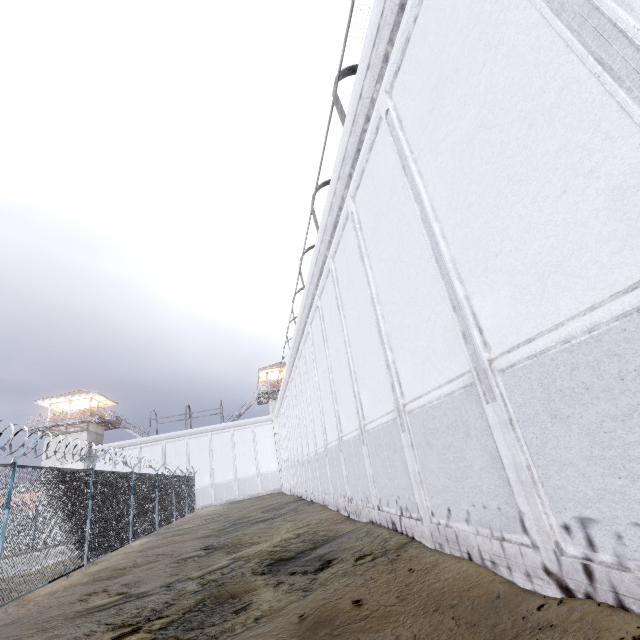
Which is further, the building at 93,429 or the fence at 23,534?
the building at 93,429

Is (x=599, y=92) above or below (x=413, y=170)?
below

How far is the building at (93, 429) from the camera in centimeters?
3412cm

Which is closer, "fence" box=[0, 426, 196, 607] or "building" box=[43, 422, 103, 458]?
"fence" box=[0, 426, 196, 607]

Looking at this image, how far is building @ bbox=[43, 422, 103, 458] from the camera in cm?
3412

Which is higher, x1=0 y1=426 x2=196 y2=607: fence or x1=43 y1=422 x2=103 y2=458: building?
x1=43 y1=422 x2=103 y2=458: building
